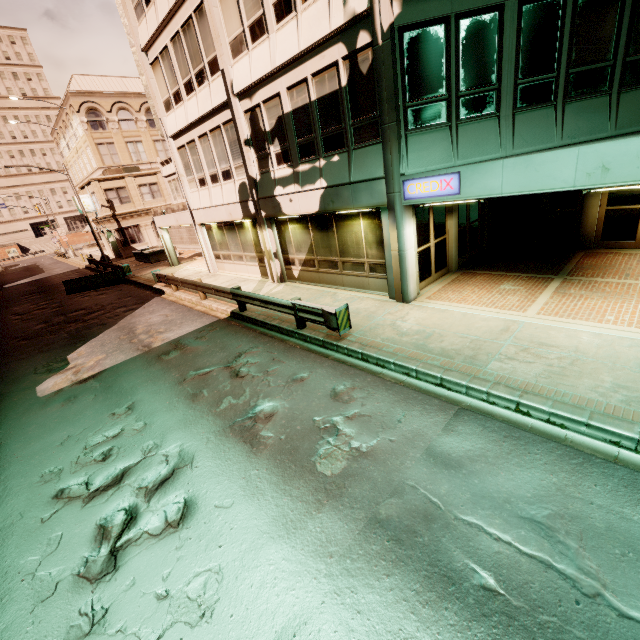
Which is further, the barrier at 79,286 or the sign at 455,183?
the barrier at 79,286

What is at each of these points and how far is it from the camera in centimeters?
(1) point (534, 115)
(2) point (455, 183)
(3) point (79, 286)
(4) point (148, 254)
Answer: (1) building, 827cm
(2) sign, 778cm
(3) barrier, 2266cm
(4) planter, 2805cm

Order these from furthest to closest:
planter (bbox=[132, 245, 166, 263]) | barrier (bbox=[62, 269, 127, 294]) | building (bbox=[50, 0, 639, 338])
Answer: planter (bbox=[132, 245, 166, 263]), barrier (bbox=[62, 269, 127, 294]), building (bbox=[50, 0, 639, 338])

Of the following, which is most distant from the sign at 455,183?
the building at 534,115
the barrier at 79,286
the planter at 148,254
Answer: the planter at 148,254

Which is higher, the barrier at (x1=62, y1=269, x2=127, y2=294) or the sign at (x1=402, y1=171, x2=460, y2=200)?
the sign at (x1=402, y1=171, x2=460, y2=200)

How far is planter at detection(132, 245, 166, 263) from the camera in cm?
2833

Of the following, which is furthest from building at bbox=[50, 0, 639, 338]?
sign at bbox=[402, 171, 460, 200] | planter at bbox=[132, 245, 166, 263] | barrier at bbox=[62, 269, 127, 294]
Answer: planter at bbox=[132, 245, 166, 263]
